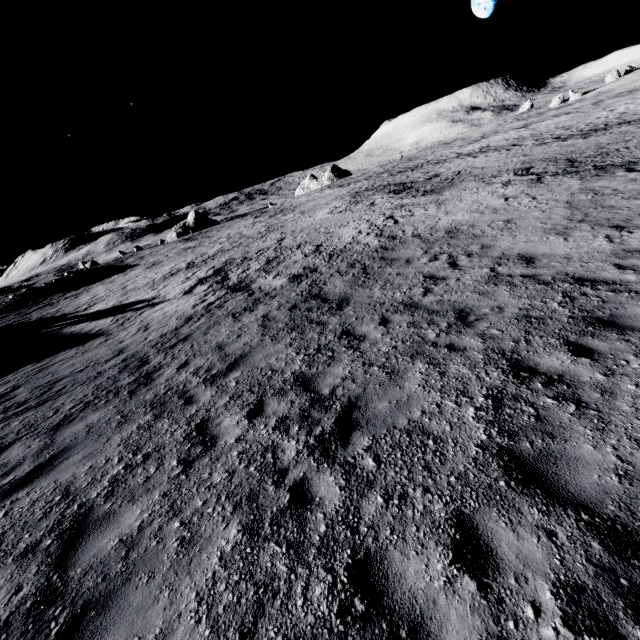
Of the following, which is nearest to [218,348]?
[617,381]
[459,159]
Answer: [617,381]
